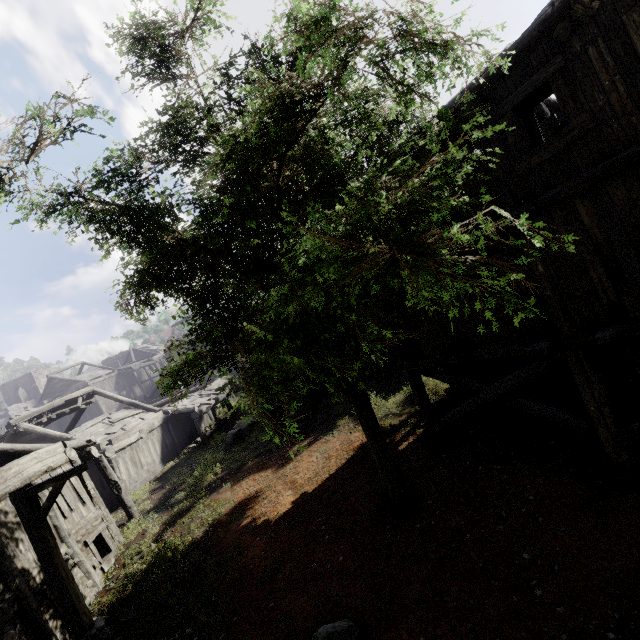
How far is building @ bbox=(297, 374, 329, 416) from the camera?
18.3 meters

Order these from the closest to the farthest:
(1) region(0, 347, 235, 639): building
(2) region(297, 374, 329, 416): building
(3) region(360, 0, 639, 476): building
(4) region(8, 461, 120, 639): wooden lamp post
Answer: (3) region(360, 0, 639, 476): building, (4) region(8, 461, 120, 639): wooden lamp post, (1) region(0, 347, 235, 639): building, (2) region(297, 374, 329, 416): building

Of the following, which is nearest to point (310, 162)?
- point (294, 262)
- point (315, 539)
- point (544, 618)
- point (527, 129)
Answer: point (294, 262)

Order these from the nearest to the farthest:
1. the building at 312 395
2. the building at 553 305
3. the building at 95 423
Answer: the building at 553 305 → the building at 95 423 → the building at 312 395

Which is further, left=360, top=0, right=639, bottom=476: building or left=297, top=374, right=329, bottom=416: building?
left=297, top=374, right=329, bottom=416: building

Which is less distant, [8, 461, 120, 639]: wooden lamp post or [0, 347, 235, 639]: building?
[8, 461, 120, 639]: wooden lamp post

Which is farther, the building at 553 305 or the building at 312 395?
the building at 312 395
